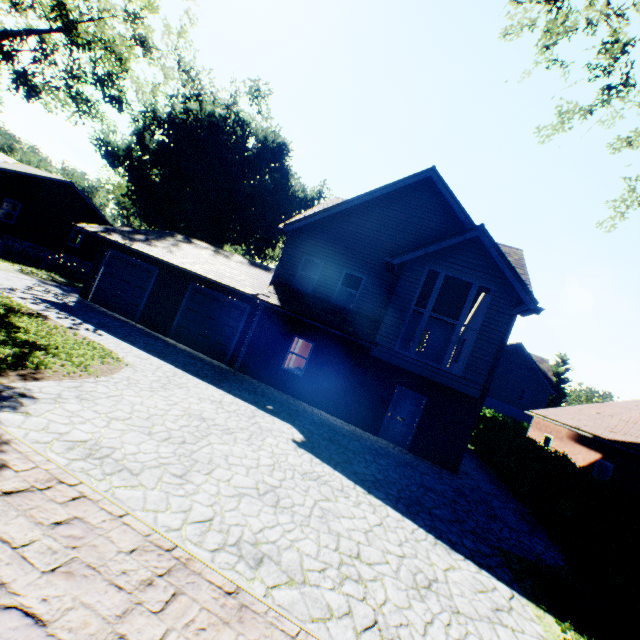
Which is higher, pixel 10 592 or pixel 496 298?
pixel 496 298

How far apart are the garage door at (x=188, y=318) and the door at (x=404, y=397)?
7.5m

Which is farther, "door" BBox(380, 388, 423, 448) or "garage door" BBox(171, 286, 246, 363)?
"garage door" BBox(171, 286, 246, 363)

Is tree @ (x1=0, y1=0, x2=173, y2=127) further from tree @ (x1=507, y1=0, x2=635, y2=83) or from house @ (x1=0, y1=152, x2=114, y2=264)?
tree @ (x1=507, y1=0, x2=635, y2=83)

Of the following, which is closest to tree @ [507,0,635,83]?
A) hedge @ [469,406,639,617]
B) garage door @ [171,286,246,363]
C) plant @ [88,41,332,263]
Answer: hedge @ [469,406,639,617]

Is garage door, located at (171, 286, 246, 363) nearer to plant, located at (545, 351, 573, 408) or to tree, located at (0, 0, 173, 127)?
tree, located at (0, 0, 173, 127)

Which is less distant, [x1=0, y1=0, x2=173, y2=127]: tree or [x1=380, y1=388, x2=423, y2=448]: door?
[x1=380, y1=388, x2=423, y2=448]: door

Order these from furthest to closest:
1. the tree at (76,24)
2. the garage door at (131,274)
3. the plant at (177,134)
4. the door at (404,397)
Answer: the plant at (177,134)
the garage door at (131,274)
the tree at (76,24)
the door at (404,397)
